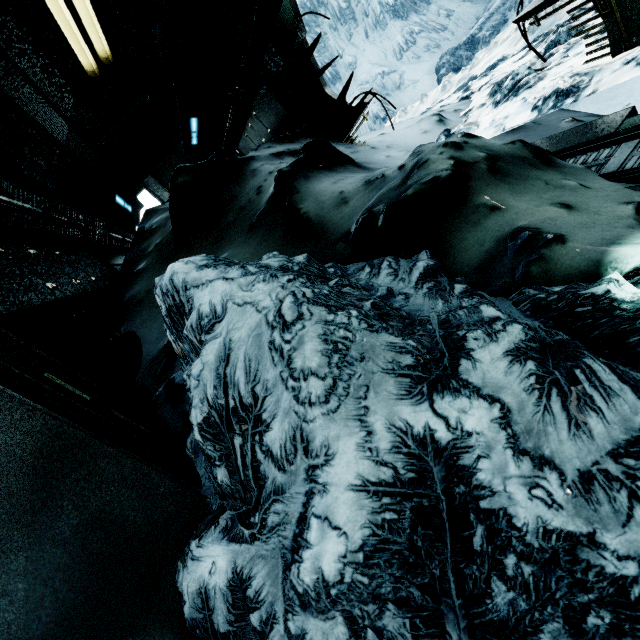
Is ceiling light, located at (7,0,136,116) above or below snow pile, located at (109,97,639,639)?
above

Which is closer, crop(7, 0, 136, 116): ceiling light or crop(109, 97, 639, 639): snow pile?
crop(109, 97, 639, 639): snow pile

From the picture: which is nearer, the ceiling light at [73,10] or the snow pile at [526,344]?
the snow pile at [526,344]

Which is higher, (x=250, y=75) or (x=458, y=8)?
(x=250, y=75)

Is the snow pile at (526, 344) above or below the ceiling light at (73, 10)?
below
